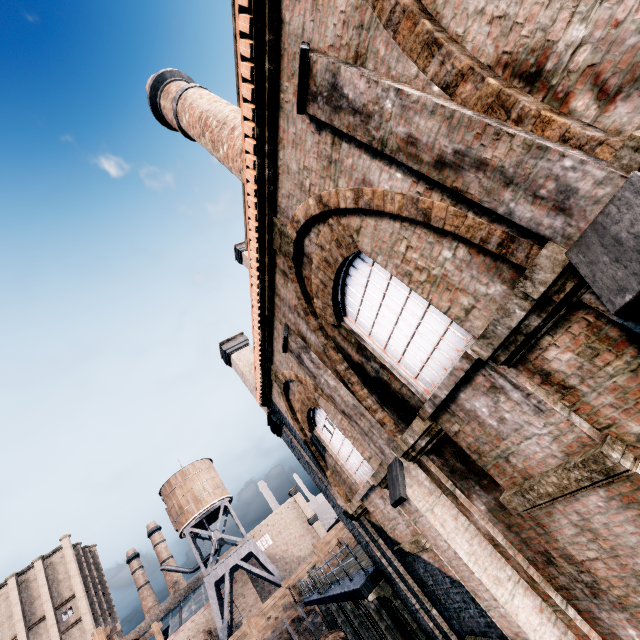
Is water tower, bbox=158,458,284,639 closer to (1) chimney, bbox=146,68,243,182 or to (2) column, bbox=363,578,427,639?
(2) column, bbox=363,578,427,639

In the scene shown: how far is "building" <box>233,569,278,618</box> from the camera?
47.7 meters

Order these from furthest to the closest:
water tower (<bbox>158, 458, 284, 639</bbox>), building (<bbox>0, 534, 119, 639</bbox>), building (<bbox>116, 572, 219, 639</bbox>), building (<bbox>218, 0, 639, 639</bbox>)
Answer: building (<bbox>116, 572, 219, 639</bbox>)
building (<bbox>0, 534, 119, 639</bbox>)
water tower (<bbox>158, 458, 284, 639</bbox>)
building (<bbox>218, 0, 639, 639</bbox>)

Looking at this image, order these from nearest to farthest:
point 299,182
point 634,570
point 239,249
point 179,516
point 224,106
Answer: point 634,570 → point 299,182 → point 224,106 → point 239,249 → point 179,516

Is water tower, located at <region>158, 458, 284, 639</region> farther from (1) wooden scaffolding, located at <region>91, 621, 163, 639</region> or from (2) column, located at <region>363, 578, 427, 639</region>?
(2) column, located at <region>363, 578, 427, 639</region>

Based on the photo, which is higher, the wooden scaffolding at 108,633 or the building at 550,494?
the wooden scaffolding at 108,633

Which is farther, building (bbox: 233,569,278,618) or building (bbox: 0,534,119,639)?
building (bbox: 233,569,278,618)

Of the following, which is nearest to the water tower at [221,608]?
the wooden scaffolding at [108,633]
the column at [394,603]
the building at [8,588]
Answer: Result: the wooden scaffolding at [108,633]
